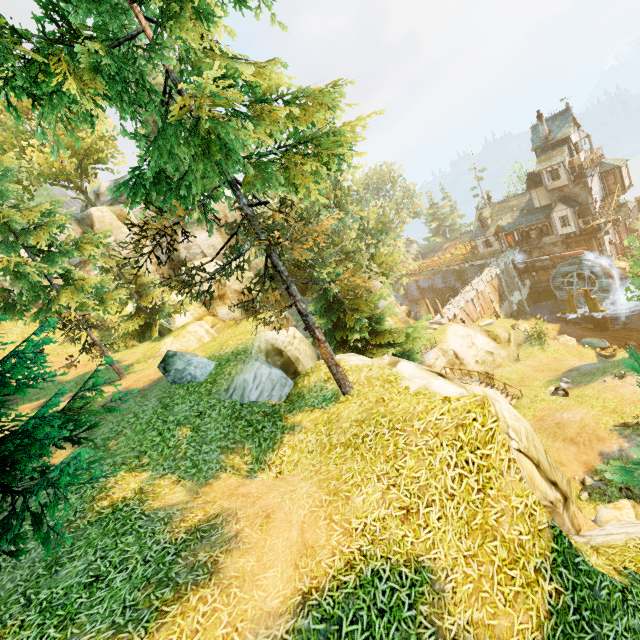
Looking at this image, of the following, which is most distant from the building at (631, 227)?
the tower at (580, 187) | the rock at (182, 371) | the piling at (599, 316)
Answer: the rock at (182, 371)

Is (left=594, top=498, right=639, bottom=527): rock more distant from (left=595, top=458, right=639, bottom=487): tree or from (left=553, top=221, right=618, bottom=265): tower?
(left=553, top=221, right=618, bottom=265): tower

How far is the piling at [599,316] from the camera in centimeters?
3741cm

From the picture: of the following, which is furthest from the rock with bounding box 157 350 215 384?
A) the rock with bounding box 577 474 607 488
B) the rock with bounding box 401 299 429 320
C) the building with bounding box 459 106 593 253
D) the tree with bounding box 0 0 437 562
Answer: the building with bounding box 459 106 593 253

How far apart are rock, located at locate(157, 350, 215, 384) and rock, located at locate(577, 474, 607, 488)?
19.26m

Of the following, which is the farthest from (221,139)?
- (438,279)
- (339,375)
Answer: (438,279)

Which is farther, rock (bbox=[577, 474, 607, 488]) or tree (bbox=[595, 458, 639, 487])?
rock (bbox=[577, 474, 607, 488])

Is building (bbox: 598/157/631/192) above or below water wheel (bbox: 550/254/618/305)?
above
